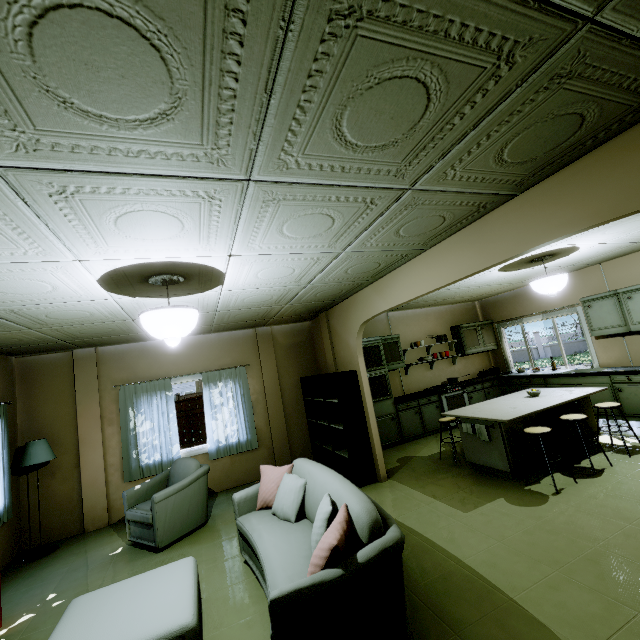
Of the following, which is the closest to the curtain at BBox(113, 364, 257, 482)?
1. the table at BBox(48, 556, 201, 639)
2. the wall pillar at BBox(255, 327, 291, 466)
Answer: the wall pillar at BBox(255, 327, 291, 466)

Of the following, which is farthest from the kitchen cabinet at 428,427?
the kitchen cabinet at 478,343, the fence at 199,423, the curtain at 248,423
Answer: the fence at 199,423

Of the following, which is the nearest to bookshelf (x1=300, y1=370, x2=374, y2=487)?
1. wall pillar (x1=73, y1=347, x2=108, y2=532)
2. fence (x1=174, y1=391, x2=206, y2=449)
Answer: wall pillar (x1=73, y1=347, x2=108, y2=532)

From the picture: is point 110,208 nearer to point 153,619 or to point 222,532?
point 153,619

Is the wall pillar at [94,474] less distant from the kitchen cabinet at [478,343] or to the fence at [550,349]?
the kitchen cabinet at [478,343]

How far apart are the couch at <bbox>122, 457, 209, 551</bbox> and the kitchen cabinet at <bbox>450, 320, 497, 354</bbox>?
6.23m

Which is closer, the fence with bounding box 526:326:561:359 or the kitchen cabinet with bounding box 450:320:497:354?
the kitchen cabinet with bounding box 450:320:497:354

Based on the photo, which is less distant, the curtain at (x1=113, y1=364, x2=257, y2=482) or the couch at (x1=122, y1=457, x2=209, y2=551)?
the couch at (x1=122, y1=457, x2=209, y2=551)
